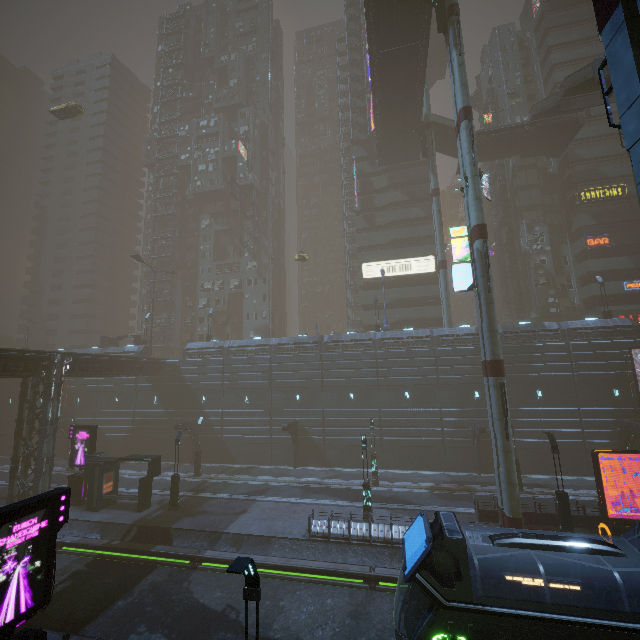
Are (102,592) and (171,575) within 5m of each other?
yes

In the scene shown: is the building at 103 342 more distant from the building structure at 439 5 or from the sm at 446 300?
the building structure at 439 5

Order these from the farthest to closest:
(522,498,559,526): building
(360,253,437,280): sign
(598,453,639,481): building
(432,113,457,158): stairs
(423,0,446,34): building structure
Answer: (360,253,437,280): sign < (432,113,457,158): stairs < (598,453,639,481): building < (423,0,446,34): building structure < (522,498,559,526): building

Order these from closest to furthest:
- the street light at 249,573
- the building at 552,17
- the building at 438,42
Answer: the street light at 249,573 → the building at 552,17 → the building at 438,42

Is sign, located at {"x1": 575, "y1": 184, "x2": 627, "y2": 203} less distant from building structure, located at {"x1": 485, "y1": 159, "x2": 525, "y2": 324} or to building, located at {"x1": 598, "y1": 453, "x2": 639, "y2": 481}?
building, located at {"x1": 598, "y1": 453, "x2": 639, "y2": 481}

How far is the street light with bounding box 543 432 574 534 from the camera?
18.1 meters

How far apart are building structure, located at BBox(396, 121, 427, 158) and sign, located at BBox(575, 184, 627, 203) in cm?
1939

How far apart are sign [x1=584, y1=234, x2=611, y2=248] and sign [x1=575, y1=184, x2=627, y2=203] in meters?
4.3 m
